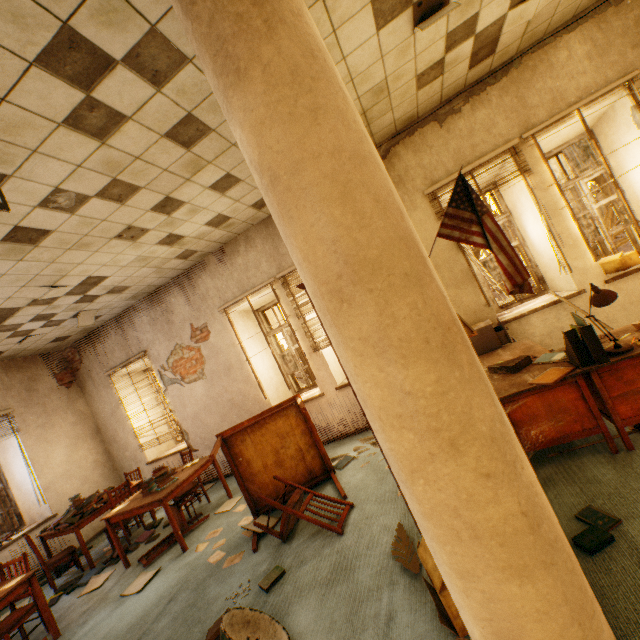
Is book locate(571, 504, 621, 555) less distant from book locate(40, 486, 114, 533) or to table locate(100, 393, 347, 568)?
table locate(100, 393, 347, 568)

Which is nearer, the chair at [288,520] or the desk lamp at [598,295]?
the desk lamp at [598,295]

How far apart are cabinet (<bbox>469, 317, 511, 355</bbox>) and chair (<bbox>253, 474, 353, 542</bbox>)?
2.33m

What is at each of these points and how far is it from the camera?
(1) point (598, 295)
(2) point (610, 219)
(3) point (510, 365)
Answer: (1) desk lamp, 2.5m
(2) tree, 9.4m
(3) paperpocket, 3.0m

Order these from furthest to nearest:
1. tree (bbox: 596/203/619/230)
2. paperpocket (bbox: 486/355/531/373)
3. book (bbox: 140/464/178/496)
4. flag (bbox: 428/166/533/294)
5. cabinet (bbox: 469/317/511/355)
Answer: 1. tree (bbox: 596/203/619/230)
2. book (bbox: 140/464/178/496)
3. cabinet (bbox: 469/317/511/355)
4. paperpocket (bbox: 486/355/531/373)
5. flag (bbox: 428/166/533/294)

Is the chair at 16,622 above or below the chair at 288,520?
above

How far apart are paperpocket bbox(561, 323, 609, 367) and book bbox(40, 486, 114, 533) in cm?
679

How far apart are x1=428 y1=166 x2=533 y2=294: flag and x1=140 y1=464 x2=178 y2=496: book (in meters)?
4.66
